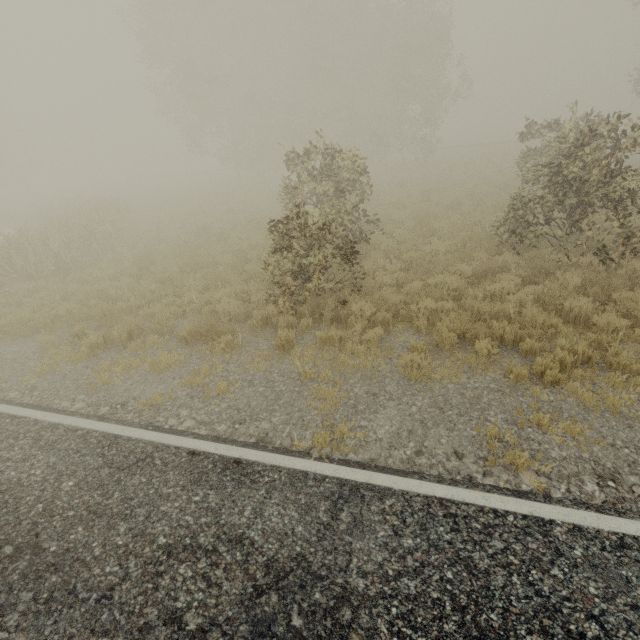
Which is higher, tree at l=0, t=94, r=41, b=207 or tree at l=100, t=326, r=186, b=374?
tree at l=0, t=94, r=41, b=207

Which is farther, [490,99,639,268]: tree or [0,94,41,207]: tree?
[0,94,41,207]: tree

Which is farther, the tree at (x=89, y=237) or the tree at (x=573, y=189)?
the tree at (x=89, y=237)

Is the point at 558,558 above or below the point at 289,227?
below

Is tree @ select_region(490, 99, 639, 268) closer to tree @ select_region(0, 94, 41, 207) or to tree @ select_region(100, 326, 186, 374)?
tree @ select_region(100, 326, 186, 374)

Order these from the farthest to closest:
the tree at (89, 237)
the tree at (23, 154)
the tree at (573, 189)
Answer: the tree at (23, 154)
the tree at (89, 237)
the tree at (573, 189)
